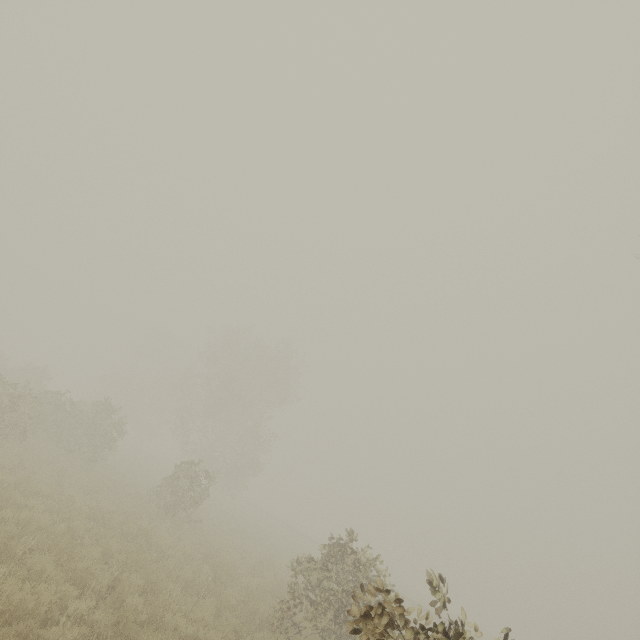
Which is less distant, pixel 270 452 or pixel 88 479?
pixel 88 479
